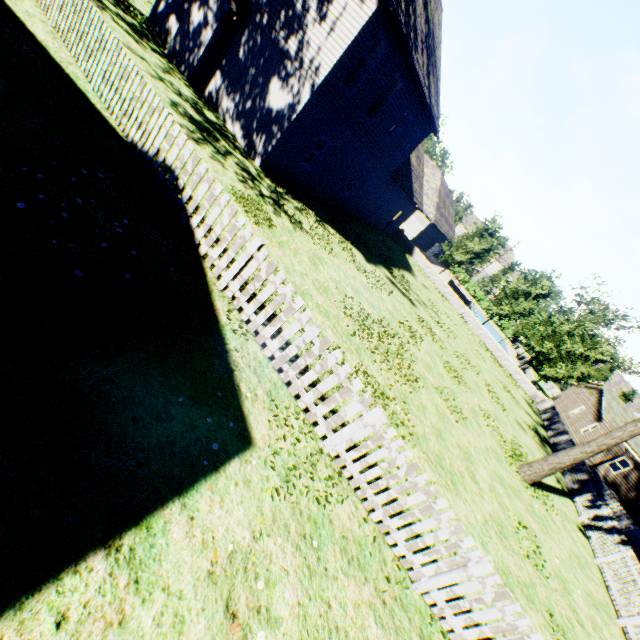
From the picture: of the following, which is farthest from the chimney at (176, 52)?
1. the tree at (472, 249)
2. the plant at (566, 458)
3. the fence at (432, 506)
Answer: the plant at (566, 458)

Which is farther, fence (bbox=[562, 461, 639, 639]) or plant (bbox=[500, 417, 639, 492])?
plant (bbox=[500, 417, 639, 492])

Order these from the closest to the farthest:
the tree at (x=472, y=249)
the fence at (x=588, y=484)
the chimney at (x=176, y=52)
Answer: the fence at (x=588, y=484)
the chimney at (x=176, y=52)
the tree at (x=472, y=249)

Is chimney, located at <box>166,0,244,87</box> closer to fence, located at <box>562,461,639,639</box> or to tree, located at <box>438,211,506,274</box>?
fence, located at <box>562,461,639,639</box>

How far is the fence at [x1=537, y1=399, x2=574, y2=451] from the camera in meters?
20.2 m

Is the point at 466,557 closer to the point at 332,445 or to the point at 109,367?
the point at 332,445

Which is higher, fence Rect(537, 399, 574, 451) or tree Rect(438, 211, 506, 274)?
tree Rect(438, 211, 506, 274)

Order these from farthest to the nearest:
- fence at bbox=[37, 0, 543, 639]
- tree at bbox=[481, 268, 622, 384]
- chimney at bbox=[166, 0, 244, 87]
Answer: tree at bbox=[481, 268, 622, 384] → chimney at bbox=[166, 0, 244, 87] → fence at bbox=[37, 0, 543, 639]
